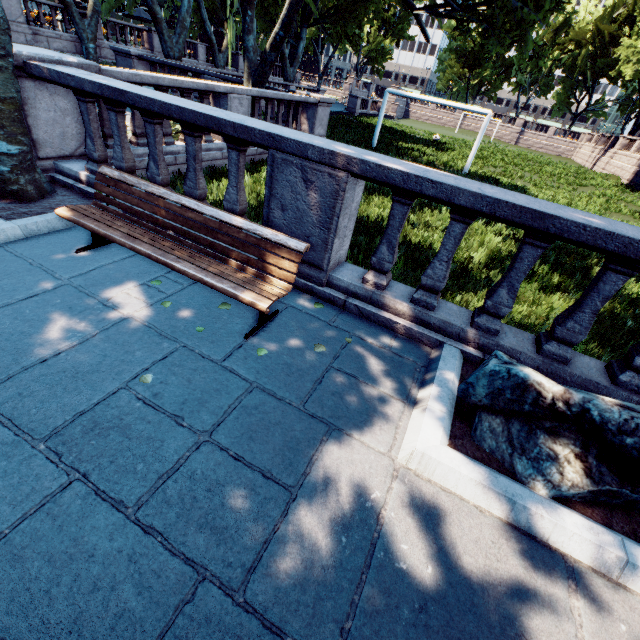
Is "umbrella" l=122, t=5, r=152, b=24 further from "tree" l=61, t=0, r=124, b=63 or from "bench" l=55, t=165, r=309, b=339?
"bench" l=55, t=165, r=309, b=339

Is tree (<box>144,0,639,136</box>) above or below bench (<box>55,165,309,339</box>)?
above

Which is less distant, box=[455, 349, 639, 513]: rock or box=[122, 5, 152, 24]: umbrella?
box=[455, 349, 639, 513]: rock

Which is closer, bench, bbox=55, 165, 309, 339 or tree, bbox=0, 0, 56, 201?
bench, bbox=55, 165, 309, 339

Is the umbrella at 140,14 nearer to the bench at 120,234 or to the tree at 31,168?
the tree at 31,168

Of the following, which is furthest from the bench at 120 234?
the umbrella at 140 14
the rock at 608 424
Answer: the umbrella at 140 14

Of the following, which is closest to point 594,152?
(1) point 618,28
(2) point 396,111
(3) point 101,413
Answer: (1) point 618,28
